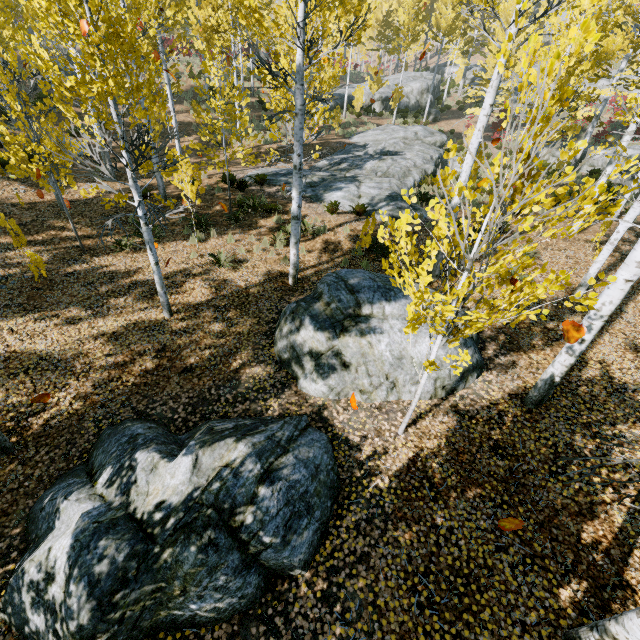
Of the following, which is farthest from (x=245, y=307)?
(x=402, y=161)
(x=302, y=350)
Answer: (x=402, y=161)

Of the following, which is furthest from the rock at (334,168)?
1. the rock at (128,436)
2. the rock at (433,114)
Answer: the rock at (128,436)

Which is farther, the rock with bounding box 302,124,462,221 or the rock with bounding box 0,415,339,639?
the rock with bounding box 302,124,462,221

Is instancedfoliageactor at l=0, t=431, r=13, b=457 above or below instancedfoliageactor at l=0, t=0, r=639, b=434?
below

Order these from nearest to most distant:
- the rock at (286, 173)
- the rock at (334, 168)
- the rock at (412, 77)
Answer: the rock at (334, 168), the rock at (286, 173), the rock at (412, 77)

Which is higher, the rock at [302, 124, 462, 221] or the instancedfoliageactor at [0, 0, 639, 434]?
the instancedfoliageactor at [0, 0, 639, 434]

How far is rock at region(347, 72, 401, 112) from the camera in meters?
28.8

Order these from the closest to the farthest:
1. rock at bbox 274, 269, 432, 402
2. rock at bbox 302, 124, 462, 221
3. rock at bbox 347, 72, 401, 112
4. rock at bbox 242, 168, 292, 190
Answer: rock at bbox 274, 269, 432, 402, rock at bbox 302, 124, 462, 221, rock at bbox 242, 168, 292, 190, rock at bbox 347, 72, 401, 112
